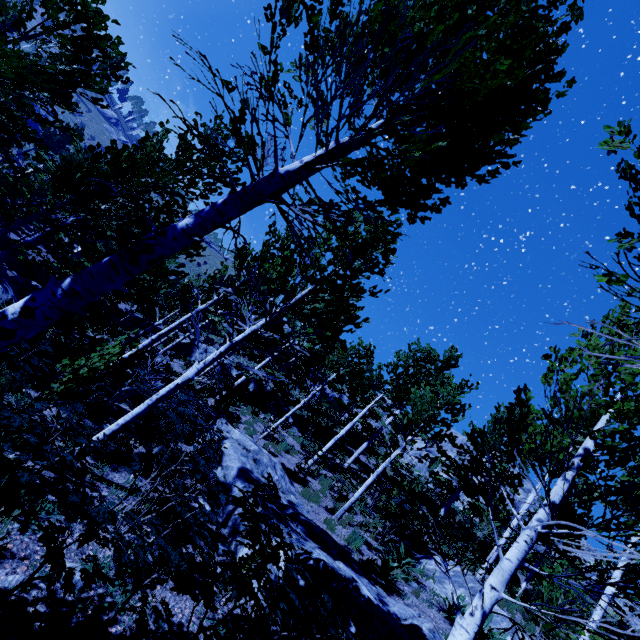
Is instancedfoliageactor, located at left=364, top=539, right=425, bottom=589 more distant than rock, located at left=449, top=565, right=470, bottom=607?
No

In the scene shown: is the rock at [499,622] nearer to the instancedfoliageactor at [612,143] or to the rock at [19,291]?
the instancedfoliageactor at [612,143]

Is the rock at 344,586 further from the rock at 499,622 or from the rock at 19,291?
the rock at 19,291

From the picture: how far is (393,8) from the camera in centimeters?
339cm

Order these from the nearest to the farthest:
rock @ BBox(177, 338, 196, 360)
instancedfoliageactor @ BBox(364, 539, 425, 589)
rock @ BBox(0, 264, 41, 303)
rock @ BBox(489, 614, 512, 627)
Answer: instancedfoliageactor @ BBox(364, 539, 425, 589) → rock @ BBox(489, 614, 512, 627) → rock @ BBox(0, 264, 41, 303) → rock @ BBox(177, 338, 196, 360)

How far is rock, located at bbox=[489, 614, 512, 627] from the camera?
8.55m

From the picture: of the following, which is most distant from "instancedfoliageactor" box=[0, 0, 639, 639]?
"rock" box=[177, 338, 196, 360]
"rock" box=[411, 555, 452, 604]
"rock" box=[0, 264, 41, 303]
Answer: "rock" box=[177, 338, 196, 360]
